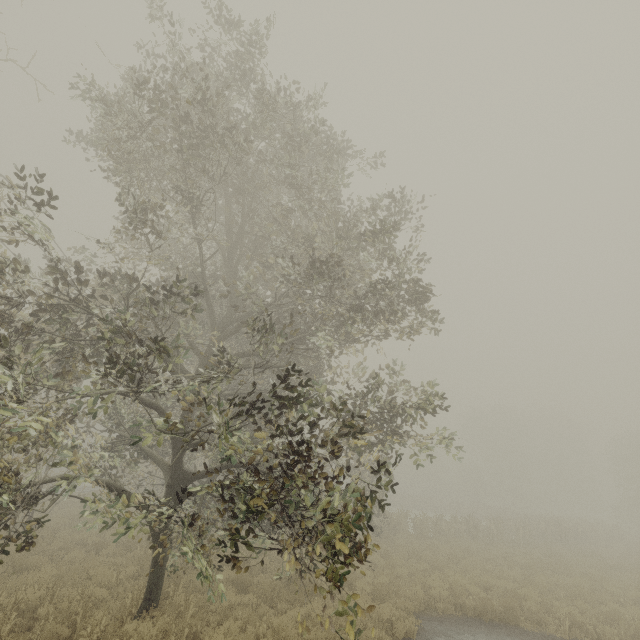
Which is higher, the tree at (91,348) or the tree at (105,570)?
the tree at (105,570)

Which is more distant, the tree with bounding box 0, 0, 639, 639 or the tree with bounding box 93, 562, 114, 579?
the tree with bounding box 93, 562, 114, 579

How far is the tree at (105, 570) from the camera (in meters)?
8.99

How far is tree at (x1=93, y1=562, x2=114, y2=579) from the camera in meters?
9.0

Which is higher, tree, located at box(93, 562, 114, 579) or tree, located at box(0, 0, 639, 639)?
tree, located at box(93, 562, 114, 579)

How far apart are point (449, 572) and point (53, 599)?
13.35m
